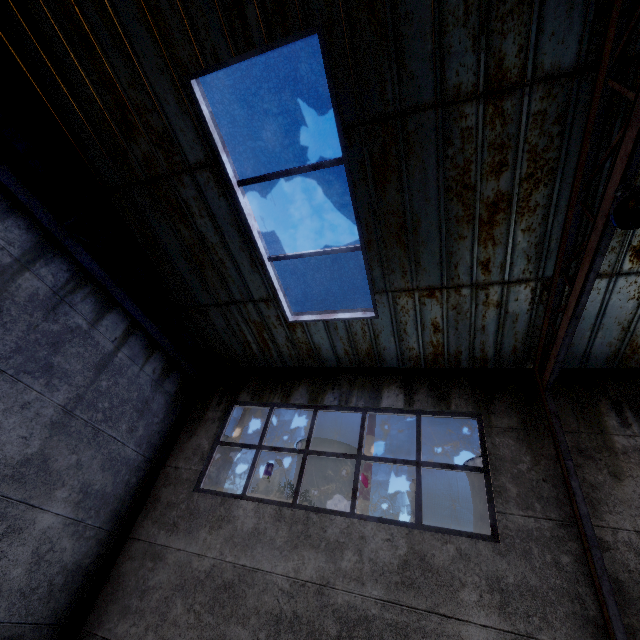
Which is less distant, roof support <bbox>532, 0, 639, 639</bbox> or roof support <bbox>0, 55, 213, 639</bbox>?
roof support <bbox>532, 0, 639, 639</bbox>

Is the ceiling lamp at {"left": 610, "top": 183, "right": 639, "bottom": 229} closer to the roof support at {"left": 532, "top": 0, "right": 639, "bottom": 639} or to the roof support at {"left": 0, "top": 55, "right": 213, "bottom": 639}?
the roof support at {"left": 532, "top": 0, "right": 639, "bottom": 639}

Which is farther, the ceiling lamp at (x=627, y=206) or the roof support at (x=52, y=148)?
the roof support at (x=52, y=148)

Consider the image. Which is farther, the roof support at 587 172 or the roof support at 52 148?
the roof support at 52 148

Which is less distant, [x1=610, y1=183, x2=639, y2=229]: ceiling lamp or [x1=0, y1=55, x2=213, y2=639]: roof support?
[x1=610, y1=183, x2=639, y2=229]: ceiling lamp

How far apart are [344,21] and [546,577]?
7.4m

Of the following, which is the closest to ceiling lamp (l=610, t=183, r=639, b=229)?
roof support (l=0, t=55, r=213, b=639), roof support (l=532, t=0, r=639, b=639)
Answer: roof support (l=532, t=0, r=639, b=639)
